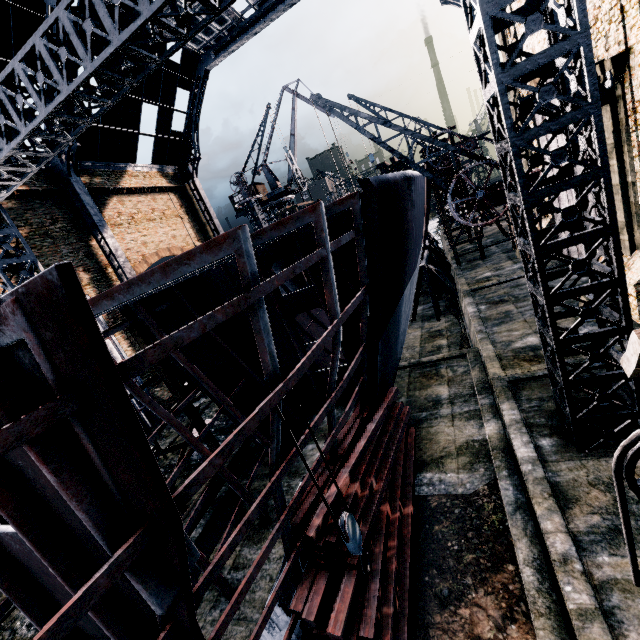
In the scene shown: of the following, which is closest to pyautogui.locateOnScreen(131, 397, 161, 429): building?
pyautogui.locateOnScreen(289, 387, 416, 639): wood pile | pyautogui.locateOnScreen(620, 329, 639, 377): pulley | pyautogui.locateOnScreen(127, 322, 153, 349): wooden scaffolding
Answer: pyautogui.locateOnScreen(620, 329, 639, 377): pulley

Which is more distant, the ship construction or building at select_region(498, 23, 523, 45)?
building at select_region(498, 23, 523, 45)

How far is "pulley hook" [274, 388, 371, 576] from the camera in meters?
5.8 m

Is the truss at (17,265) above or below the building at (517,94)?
above

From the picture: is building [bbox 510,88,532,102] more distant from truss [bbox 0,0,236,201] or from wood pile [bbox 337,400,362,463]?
wood pile [bbox 337,400,362,463]

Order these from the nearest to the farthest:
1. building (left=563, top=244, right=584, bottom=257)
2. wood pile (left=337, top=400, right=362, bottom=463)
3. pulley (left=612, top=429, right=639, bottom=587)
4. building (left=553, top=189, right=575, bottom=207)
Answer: pulley (left=612, top=429, right=639, bottom=587), wood pile (left=337, top=400, right=362, bottom=463), building (left=553, top=189, right=575, bottom=207), building (left=563, top=244, right=584, bottom=257)

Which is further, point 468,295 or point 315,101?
point 468,295

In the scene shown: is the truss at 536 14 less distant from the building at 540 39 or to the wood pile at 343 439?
the building at 540 39
